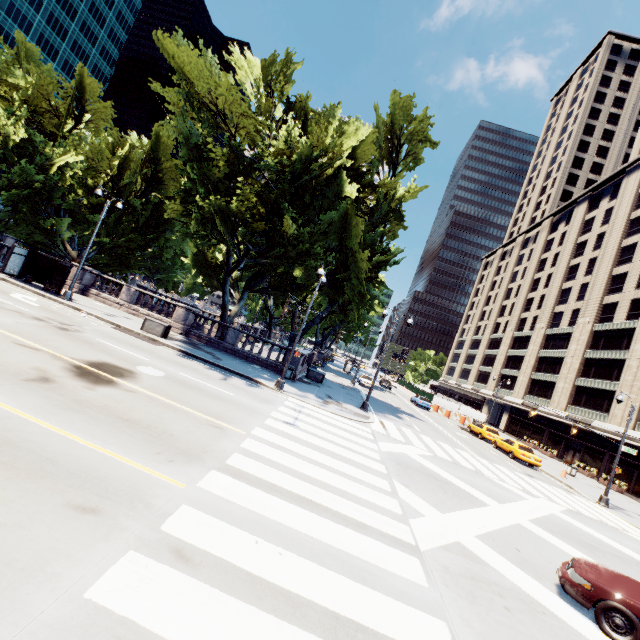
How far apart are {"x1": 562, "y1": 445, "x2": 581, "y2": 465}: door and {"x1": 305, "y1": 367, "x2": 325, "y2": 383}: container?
33.3 meters

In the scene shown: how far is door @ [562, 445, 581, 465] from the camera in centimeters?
3822cm

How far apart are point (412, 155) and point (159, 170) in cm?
2220

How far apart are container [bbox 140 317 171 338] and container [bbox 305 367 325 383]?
11.4m

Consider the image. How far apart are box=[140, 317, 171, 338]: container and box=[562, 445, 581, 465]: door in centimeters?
4623cm

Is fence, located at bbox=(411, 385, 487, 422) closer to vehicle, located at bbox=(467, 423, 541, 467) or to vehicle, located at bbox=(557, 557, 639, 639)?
vehicle, located at bbox=(467, 423, 541, 467)

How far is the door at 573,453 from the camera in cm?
3822

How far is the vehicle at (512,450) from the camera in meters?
25.9
